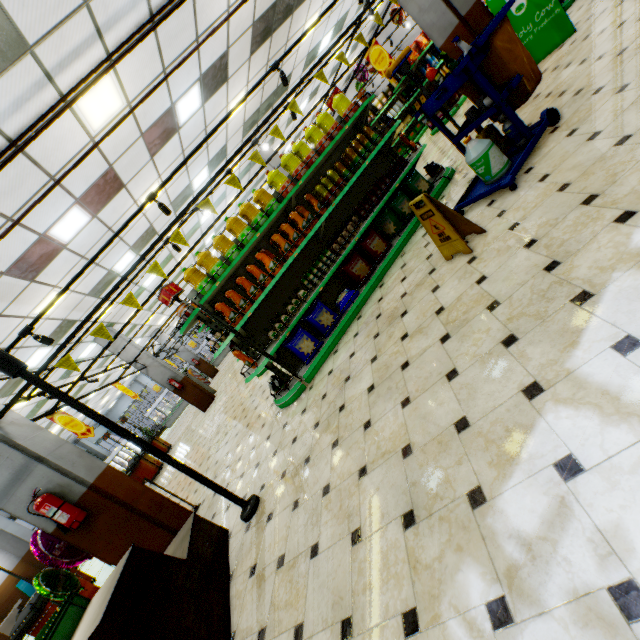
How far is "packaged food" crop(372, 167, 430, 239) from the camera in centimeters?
536cm

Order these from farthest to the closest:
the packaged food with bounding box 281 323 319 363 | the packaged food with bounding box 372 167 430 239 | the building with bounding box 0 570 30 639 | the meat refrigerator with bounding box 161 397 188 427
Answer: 1. the meat refrigerator with bounding box 161 397 188 427
2. the building with bounding box 0 570 30 639
3. the packaged food with bounding box 372 167 430 239
4. the packaged food with bounding box 281 323 319 363

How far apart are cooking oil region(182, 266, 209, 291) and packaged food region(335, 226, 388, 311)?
1.31m

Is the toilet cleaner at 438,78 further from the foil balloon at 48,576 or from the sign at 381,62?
the foil balloon at 48,576

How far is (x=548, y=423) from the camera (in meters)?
1.52

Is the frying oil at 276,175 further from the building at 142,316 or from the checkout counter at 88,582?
the checkout counter at 88,582

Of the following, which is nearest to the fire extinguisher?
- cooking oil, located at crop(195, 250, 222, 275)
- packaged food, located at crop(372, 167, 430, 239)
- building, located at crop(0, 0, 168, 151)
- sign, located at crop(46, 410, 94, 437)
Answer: building, located at crop(0, 0, 168, 151)

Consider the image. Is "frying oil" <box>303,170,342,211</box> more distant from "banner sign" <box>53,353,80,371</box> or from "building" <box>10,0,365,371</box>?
"banner sign" <box>53,353,80,371</box>
